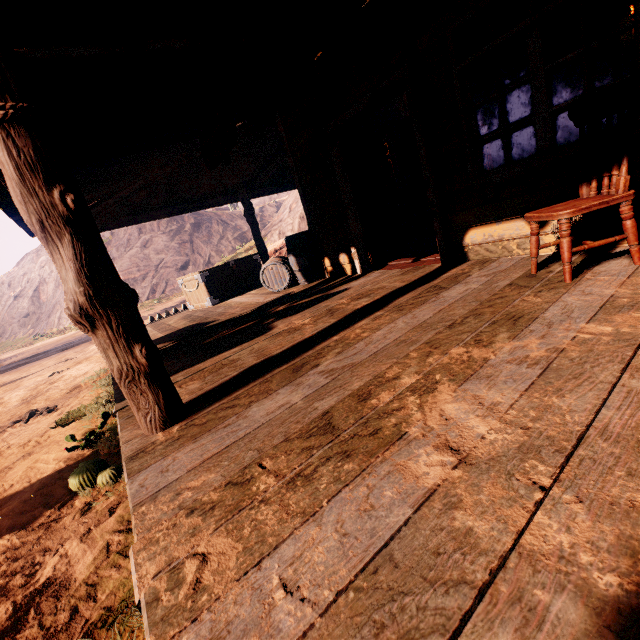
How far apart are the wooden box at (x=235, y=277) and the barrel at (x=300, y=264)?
1.2 meters

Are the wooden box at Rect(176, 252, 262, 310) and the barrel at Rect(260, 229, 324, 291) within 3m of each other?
yes

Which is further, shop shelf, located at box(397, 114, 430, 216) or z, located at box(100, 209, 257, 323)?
z, located at box(100, 209, 257, 323)

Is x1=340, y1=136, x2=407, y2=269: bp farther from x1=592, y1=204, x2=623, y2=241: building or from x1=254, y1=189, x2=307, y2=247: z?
x1=254, y1=189, x2=307, y2=247: z

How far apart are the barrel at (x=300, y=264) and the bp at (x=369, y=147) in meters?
1.1 m

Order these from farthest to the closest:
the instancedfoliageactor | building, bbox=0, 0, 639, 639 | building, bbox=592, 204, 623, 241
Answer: the instancedfoliageactor
building, bbox=592, 204, 623, 241
building, bbox=0, 0, 639, 639

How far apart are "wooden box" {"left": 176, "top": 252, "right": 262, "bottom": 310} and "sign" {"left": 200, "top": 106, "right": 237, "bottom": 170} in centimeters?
368cm

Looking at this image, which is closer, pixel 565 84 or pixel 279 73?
pixel 279 73
